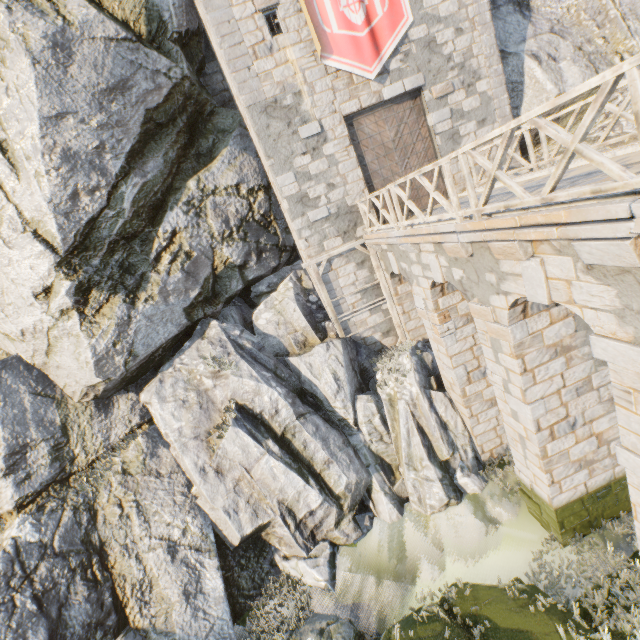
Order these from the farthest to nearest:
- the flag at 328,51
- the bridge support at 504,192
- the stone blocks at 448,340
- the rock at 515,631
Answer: the flag at 328,51, the stone blocks at 448,340, the bridge support at 504,192, the rock at 515,631

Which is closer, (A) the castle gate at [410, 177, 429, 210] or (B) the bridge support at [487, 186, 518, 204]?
(B) the bridge support at [487, 186, 518, 204]

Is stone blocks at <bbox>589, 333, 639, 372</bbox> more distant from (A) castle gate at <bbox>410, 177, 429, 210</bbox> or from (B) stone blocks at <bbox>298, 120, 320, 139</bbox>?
(B) stone blocks at <bbox>298, 120, 320, 139</bbox>

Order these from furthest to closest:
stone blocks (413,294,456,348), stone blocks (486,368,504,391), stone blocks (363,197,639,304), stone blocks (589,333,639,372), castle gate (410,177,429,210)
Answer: castle gate (410,177,429,210)
stone blocks (413,294,456,348)
stone blocks (486,368,504,391)
stone blocks (589,333,639,372)
stone blocks (363,197,639,304)

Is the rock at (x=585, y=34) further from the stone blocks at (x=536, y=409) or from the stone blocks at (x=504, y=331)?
the stone blocks at (x=504, y=331)

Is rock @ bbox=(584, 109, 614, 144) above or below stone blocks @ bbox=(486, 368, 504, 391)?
above

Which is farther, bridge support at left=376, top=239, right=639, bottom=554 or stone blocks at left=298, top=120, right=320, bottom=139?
stone blocks at left=298, top=120, right=320, bottom=139

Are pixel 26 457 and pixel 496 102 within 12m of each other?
no
